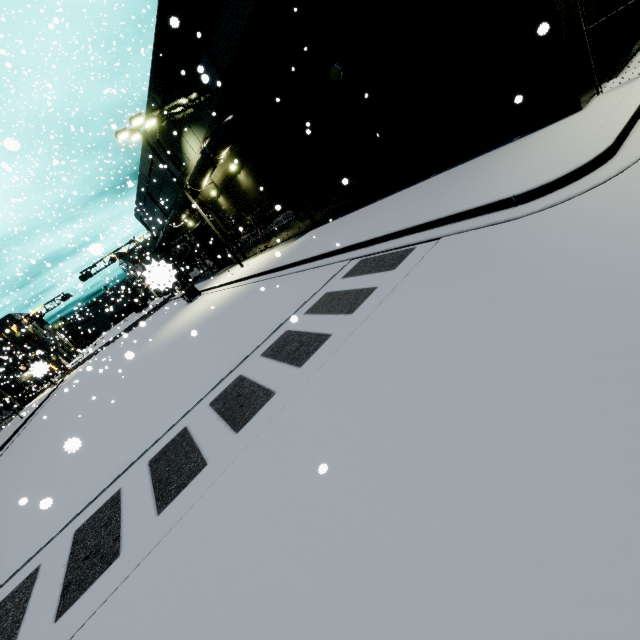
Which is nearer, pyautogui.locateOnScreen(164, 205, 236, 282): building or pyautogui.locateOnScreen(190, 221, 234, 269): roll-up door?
pyautogui.locateOnScreen(164, 205, 236, 282): building

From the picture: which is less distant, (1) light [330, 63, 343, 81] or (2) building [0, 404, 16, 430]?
(1) light [330, 63, 343, 81]

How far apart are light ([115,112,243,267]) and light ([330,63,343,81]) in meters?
12.7 m

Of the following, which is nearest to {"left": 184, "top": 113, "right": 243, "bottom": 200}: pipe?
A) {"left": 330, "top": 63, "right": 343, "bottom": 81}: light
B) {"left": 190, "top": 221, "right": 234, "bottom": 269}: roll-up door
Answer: {"left": 190, "top": 221, "right": 234, "bottom": 269}: roll-up door

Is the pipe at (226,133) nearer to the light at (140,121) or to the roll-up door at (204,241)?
the light at (140,121)

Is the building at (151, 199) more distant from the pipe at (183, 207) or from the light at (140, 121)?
the light at (140, 121)

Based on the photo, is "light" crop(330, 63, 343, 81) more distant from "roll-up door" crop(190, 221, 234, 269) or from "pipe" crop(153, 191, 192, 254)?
"roll-up door" crop(190, 221, 234, 269)

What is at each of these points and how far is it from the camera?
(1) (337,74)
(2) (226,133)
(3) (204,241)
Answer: (1) light, 10.0m
(2) pipe, 14.8m
(3) roll-up door, 31.0m
